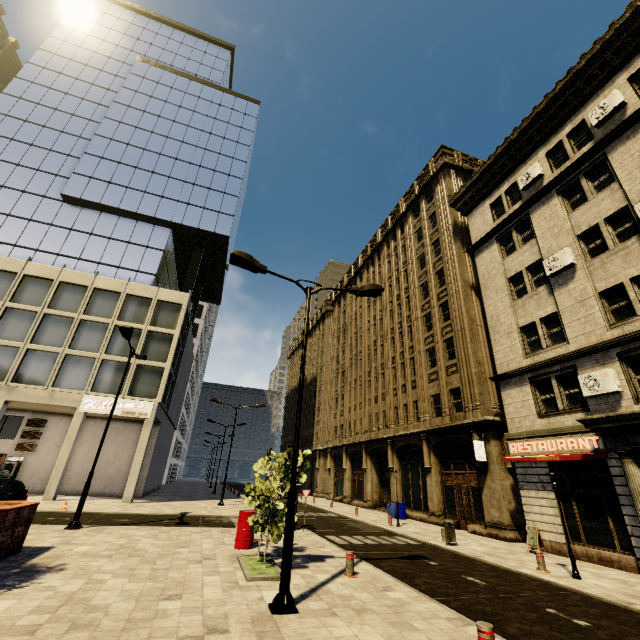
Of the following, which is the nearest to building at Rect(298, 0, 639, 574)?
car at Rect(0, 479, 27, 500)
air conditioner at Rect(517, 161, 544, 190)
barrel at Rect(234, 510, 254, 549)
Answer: air conditioner at Rect(517, 161, 544, 190)

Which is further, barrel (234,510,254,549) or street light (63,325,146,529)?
street light (63,325,146,529)

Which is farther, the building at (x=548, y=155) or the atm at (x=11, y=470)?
the atm at (x=11, y=470)

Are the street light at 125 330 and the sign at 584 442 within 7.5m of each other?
no

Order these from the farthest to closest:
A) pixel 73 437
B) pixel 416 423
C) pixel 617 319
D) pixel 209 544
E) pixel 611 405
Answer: pixel 416 423 < pixel 73 437 < pixel 617 319 < pixel 611 405 < pixel 209 544

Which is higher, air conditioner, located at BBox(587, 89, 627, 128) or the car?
air conditioner, located at BBox(587, 89, 627, 128)

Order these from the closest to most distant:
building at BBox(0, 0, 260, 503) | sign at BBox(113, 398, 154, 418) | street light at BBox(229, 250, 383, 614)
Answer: street light at BBox(229, 250, 383, 614)
sign at BBox(113, 398, 154, 418)
building at BBox(0, 0, 260, 503)

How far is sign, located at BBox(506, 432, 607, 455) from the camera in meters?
12.7 m
